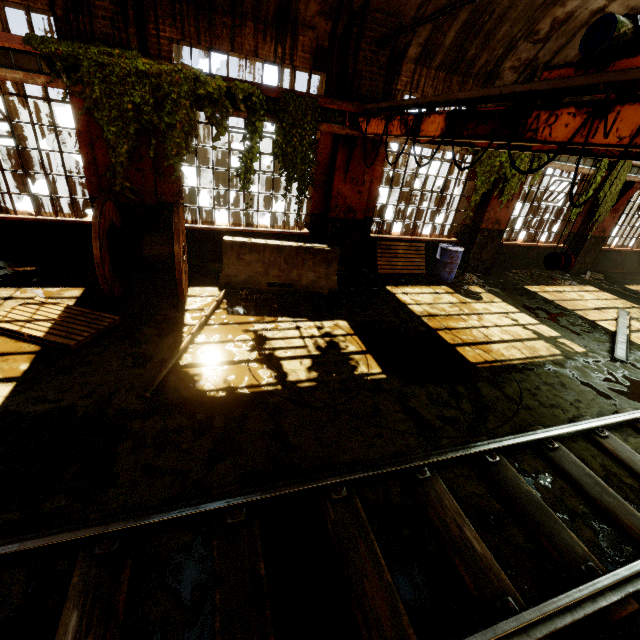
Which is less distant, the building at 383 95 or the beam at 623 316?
the building at 383 95

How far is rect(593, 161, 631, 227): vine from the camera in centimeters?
999cm

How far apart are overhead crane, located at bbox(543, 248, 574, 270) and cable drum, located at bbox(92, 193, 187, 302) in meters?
5.3

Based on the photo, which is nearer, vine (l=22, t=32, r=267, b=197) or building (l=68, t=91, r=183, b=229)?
vine (l=22, t=32, r=267, b=197)

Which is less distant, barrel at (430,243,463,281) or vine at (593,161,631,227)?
barrel at (430,243,463,281)

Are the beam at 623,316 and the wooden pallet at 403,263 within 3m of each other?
no

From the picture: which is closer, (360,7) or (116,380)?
(116,380)

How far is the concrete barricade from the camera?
7.1 meters
